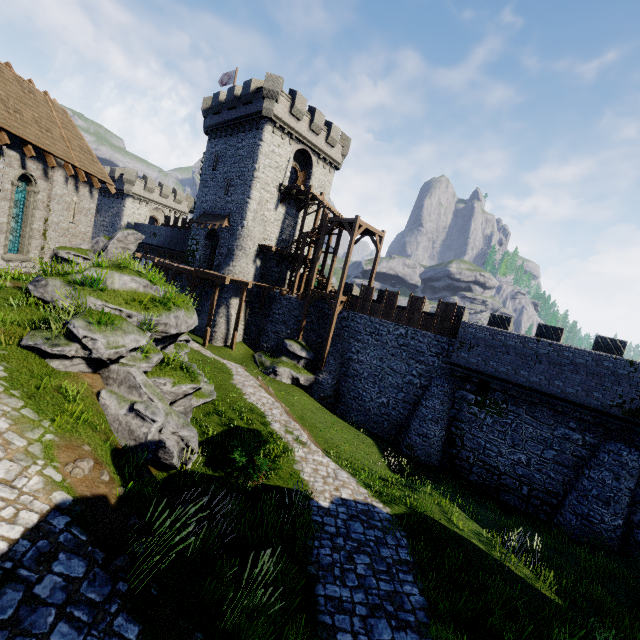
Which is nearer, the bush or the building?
the bush

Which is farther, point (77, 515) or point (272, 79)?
point (272, 79)

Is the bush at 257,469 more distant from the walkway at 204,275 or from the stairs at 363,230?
the walkway at 204,275

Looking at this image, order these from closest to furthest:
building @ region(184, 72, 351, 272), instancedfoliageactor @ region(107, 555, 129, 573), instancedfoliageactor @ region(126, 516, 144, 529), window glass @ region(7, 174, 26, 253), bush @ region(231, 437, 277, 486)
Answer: instancedfoliageactor @ region(107, 555, 129, 573) < instancedfoliageactor @ region(126, 516, 144, 529) < bush @ region(231, 437, 277, 486) < window glass @ region(7, 174, 26, 253) < building @ region(184, 72, 351, 272)

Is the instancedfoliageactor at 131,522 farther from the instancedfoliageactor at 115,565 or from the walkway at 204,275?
the walkway at 204,275

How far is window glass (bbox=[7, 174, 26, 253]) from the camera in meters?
15.5

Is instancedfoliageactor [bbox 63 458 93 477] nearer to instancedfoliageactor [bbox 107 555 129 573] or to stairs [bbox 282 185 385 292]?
instancedfoliageactor [bbox 107 555 129 573]

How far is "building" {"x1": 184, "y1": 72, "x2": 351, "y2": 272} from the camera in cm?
2783
